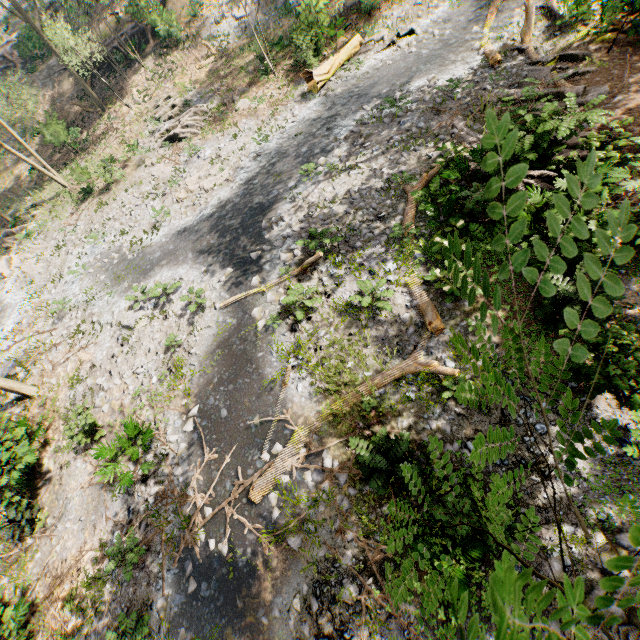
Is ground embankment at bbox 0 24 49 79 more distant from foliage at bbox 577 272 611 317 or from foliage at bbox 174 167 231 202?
foliage at bbox 174 167 231 202

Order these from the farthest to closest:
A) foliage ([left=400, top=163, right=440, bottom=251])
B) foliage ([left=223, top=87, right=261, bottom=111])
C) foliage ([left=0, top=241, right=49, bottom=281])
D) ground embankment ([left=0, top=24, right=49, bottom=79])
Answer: ground embankment ([left=0, top=24, right=49, bottom=79]) < foliage ([left=0, top=241, right=49, bottom=281]) < foliage ([left=223, top=87, right=261, bottom=111]) < foliage ([left=400, top=163, right=440, bottom=251])

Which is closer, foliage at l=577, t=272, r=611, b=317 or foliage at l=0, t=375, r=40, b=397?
foliage at l=577, t=272, r=611, b=317

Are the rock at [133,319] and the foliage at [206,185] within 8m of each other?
yes

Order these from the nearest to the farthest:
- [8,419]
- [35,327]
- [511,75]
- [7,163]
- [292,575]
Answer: [292,575] < [511,75] < [8,419] < [35,327] < [7,163]

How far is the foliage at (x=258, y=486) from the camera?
8.86m

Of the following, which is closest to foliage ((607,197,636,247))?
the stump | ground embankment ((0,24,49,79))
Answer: ground embankment ((0,24,49,79))

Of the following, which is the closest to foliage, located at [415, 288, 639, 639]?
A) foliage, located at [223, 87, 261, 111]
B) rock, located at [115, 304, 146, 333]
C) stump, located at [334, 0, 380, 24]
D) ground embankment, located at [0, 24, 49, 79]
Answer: ground embankment, located at [0, 24, 49, 79]
